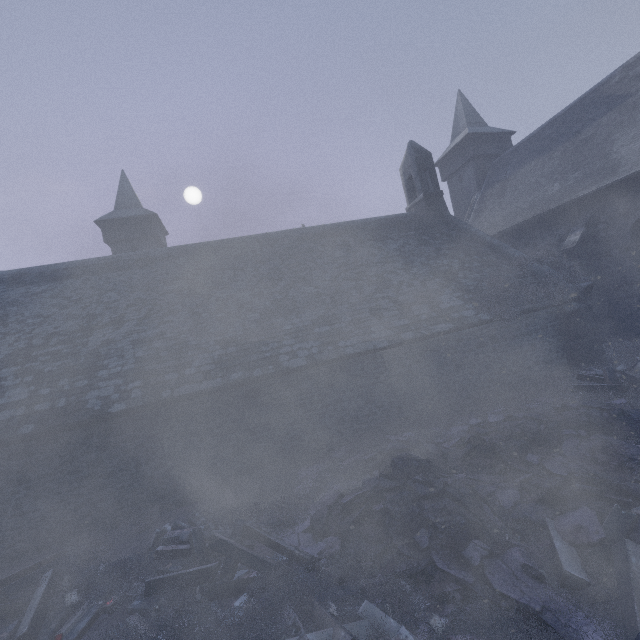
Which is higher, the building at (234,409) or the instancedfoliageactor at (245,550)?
the building at (234,409)

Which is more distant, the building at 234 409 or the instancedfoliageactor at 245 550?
the building at 234 409

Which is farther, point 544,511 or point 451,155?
point 451,155

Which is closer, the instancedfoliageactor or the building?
the instancedfoliageactor

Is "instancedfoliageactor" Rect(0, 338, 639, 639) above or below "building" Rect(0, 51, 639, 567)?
below
